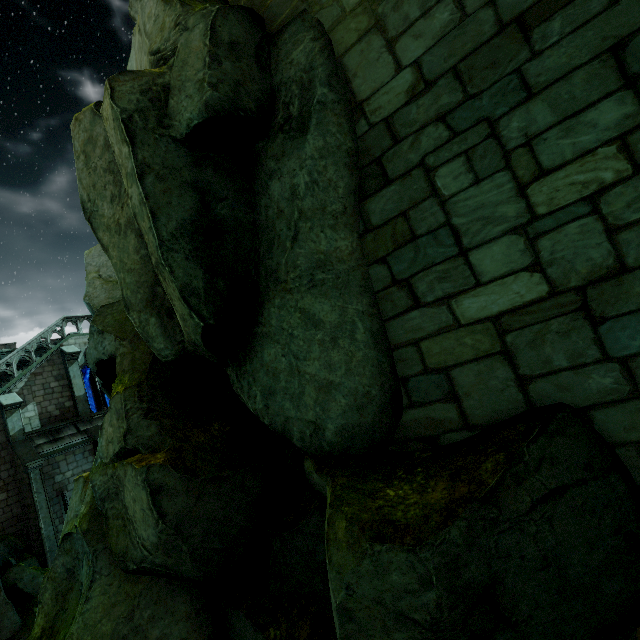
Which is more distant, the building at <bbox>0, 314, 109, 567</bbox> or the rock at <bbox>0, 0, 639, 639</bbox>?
the building at <bbox>0, 314, 109, 567</bbox>

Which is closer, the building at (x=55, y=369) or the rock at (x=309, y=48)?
the rock at (x=309, y=48)

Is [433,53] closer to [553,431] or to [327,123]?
[327,123]
